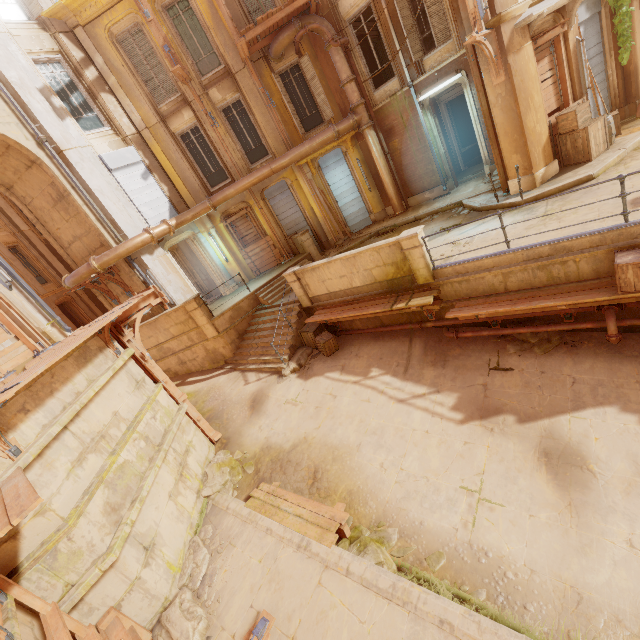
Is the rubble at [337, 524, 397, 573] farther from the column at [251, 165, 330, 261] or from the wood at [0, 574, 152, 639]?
the column at [251, 165, 330, 261]

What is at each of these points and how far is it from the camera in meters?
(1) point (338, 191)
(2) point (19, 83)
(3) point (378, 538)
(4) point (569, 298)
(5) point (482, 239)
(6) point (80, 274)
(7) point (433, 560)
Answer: (1) shutter, 15.9
(2) column, 11.1
(3) rubble, 6.1
(4) trim, 6.8
(5) building, 8.9
(6) pipe, 12.6
(7) rubble, 5.5

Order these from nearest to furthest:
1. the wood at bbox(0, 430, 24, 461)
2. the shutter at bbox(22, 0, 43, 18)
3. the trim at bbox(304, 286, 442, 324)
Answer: the wood at bbox(0, 430, 24, 461), the trim at bbox(304, 286, 442, 324), the shutter at bbox(22, 0, 43, 18)

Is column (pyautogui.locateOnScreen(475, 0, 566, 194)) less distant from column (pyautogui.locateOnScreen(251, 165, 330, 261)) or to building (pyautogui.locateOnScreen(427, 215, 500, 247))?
building (pyautogui.locateOnScreen(427, 215, 500, 247))

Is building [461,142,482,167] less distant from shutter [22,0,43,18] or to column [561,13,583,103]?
column [561,13,583,103]

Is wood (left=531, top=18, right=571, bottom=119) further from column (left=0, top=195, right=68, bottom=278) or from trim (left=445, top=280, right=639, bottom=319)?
column (left=0, top=195, right=68, bottom=278)

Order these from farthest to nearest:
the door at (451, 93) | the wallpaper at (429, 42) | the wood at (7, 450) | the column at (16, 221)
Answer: the column at (16, 221)
the wallpaper at (429, 42)
the door at (451, 93)
the wood at (7, 450)

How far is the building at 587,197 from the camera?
7.7 meters
